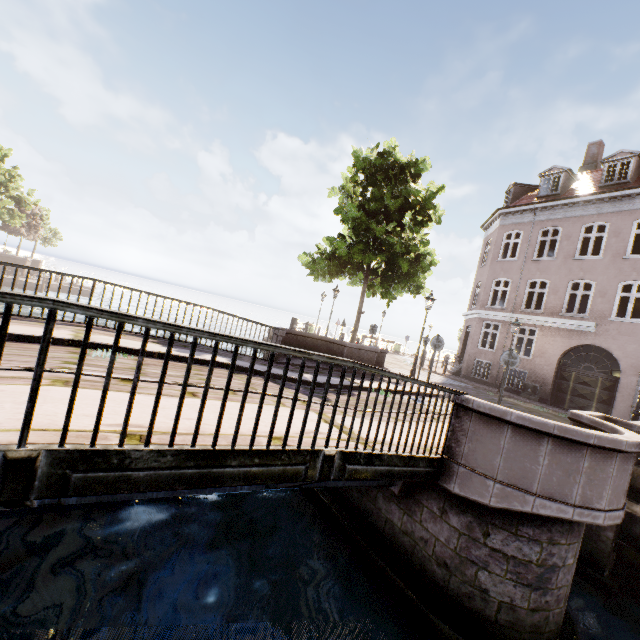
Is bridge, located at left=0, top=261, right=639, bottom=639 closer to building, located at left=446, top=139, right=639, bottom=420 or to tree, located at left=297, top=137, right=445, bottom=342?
tree, located at left=297, top=137, right=445, bottom=342

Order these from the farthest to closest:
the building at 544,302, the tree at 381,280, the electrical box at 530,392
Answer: the electrical box at 530,392
the building at 544,302
the tree at 381,280

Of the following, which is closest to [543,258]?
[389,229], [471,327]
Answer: [471,327]

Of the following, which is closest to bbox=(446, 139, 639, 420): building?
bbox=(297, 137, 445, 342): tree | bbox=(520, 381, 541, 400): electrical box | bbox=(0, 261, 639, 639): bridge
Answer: bbox=(520, 381, 541, 400): electrical box

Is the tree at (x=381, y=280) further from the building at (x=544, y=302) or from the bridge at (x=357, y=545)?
the building at (x=544, y=302)

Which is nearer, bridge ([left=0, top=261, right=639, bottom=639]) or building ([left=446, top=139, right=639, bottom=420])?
bridge ([left=0, top=261, right=639, bottom=639])

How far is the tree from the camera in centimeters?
1373cm

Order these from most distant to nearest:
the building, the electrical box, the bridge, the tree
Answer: the electrical box
the building
the tree
the bridge
